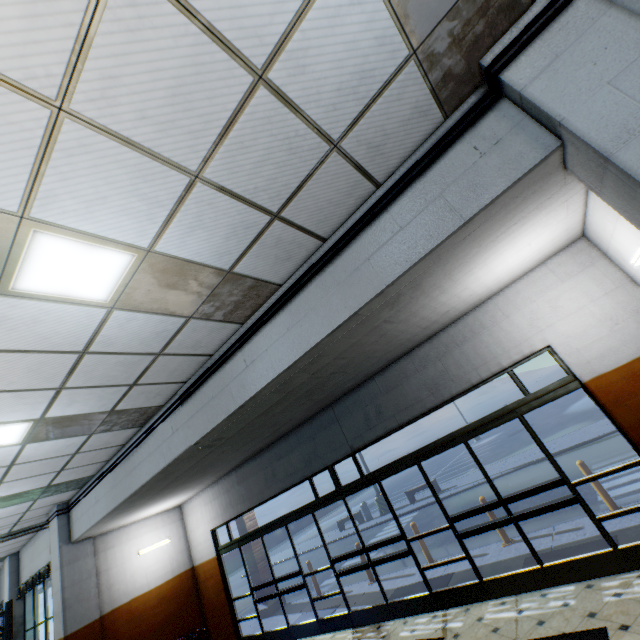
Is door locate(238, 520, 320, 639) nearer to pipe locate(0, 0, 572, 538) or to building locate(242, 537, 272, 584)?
building locate(242, 537, 272, 584)

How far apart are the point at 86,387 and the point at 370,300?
4.1 meters

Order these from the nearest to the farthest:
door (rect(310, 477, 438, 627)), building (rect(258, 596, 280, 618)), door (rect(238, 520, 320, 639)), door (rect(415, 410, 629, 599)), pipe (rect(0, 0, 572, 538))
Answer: pipe (rect(0, 0, 572, 538)), door (rect(415, 410, 629, 599)), door (rect(310, 477, 438, 627)), door (rect(238, 520, 320, 639)), building (rect(258, 596, 280, 618))

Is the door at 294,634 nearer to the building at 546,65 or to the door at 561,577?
the building at 546,65

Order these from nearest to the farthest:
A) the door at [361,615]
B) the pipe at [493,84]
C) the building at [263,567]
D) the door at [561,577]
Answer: the pipe at [493,84] → the door at [561,577] → the door at [361,615] → the building at [263,567]

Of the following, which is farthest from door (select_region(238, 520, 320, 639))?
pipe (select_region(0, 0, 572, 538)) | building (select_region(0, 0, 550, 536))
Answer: pipe (select_region(0, 0, 572, 538))

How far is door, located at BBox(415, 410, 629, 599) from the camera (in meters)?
4.45
